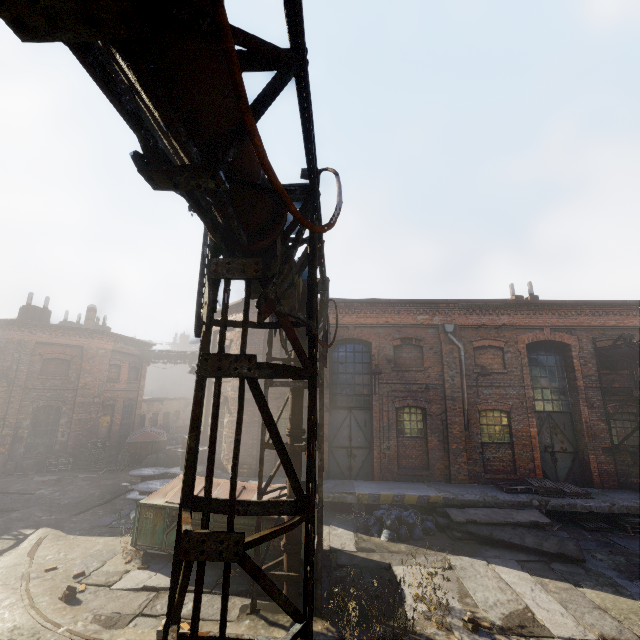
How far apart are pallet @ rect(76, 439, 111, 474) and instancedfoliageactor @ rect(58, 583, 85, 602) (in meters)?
13.44

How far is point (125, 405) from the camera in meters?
22.9

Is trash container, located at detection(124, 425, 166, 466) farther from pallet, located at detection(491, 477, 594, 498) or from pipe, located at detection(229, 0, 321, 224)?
pallet, located at detection(491, 477, 594, 498)

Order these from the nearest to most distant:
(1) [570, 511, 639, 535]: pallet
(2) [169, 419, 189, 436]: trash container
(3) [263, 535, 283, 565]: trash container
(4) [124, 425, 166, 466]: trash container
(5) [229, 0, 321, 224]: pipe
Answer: (5) [229, 0, 321, 224]: pipe < (3) [263, 535, 283, 565]: trash container < (1) [570, 511, 639, 535]: pallet < (4) [124, 425, 166, 466]: trash container < (2) [169, 419, 189, 436]: trash container

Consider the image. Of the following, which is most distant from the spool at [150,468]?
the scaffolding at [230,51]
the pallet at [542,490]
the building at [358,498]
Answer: the scaffolding at [230,51]

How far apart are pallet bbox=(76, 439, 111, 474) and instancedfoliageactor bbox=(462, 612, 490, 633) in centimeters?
1926cm

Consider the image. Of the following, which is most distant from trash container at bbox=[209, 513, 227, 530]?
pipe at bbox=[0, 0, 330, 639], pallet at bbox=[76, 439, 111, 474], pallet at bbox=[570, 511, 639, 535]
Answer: pallet at bbox=[76, 439, 111, 474]

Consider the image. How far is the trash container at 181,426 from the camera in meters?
28.2
